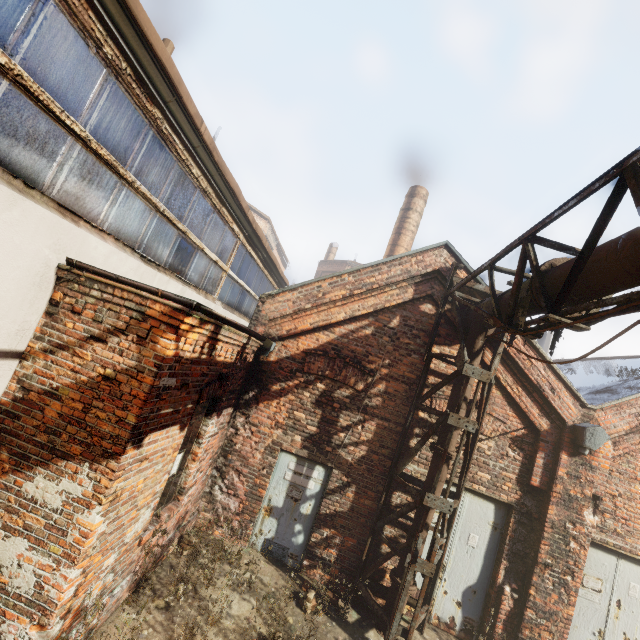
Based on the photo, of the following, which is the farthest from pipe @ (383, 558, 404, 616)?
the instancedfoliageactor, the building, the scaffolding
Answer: the building

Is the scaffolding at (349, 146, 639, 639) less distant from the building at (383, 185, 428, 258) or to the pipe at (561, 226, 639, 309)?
the pipe at (561, 226, 639, 309)

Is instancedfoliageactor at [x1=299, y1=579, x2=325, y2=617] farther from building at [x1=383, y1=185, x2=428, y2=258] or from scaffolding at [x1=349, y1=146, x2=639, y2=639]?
building at [x1=383, y1=185, x2=428, y2=258]

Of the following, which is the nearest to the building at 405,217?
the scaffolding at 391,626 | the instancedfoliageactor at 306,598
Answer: the scaffolding at 391,626

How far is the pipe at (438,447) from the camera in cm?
575

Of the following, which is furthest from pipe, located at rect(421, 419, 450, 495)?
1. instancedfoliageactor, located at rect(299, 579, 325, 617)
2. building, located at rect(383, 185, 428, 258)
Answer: building, located at rect(383, 185, 428, 258)

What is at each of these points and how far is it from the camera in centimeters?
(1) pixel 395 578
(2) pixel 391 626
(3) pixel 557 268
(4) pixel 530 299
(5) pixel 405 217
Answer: (1) pipe, 554cm
(2) scaffolding, 496cm
(3) pipe, 386cm
(4) pipe, 438cm
(5) building, 1411cm

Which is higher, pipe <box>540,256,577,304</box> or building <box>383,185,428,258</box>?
building <box>383,185,428,258</box>
